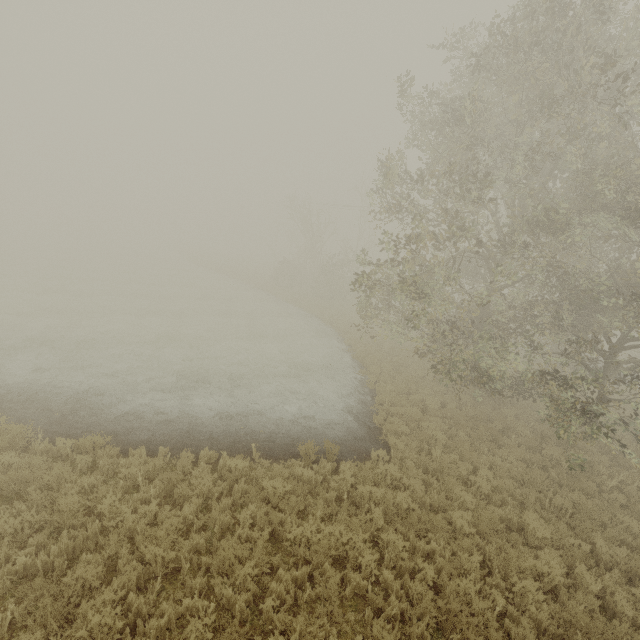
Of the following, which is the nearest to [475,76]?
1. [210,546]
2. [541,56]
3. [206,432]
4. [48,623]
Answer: [541,56]
